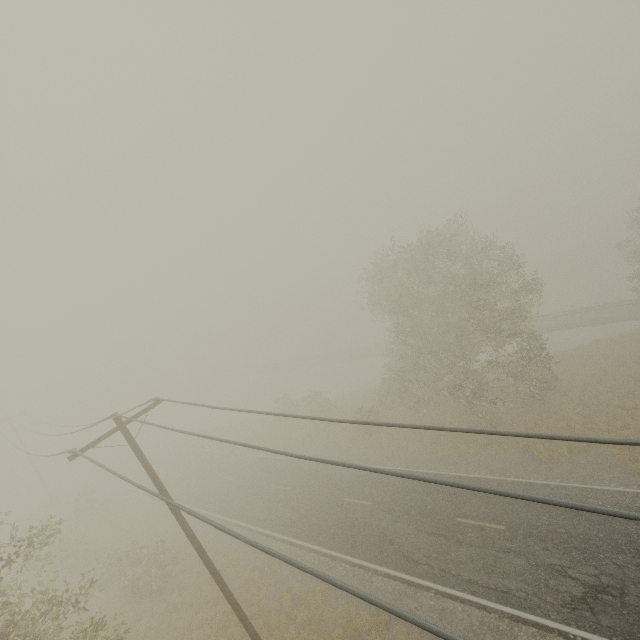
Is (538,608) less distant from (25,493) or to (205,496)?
(205,496)
